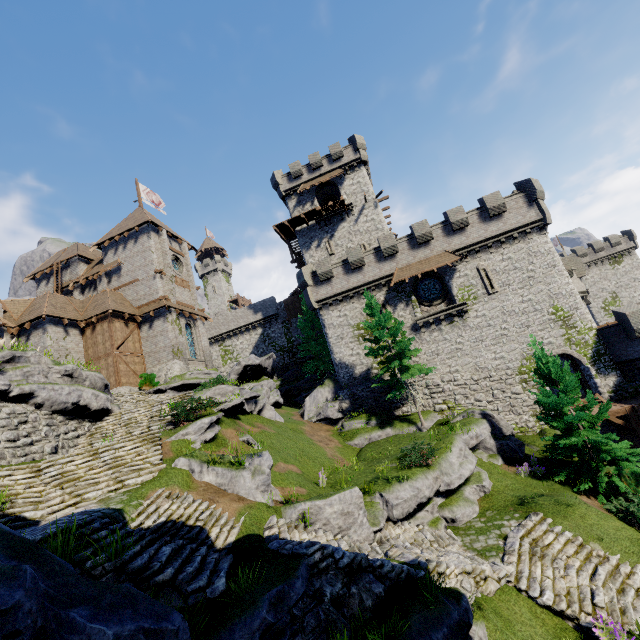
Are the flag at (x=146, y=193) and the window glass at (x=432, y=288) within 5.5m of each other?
no

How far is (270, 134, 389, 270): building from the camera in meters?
35.2

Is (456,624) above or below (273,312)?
below

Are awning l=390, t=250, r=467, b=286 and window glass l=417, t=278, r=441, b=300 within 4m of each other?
yes

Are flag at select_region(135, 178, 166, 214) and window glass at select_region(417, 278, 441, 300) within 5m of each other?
no

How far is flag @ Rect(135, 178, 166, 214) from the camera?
37.1m

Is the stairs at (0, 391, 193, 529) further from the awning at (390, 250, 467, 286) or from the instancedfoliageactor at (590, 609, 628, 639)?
the awning at (390, 250, 467, 286)

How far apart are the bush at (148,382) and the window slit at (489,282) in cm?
2720
